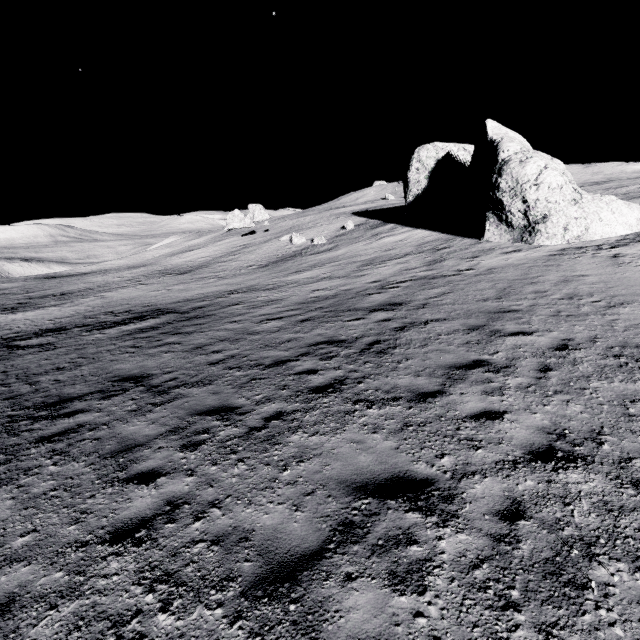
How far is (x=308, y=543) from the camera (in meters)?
3.72
